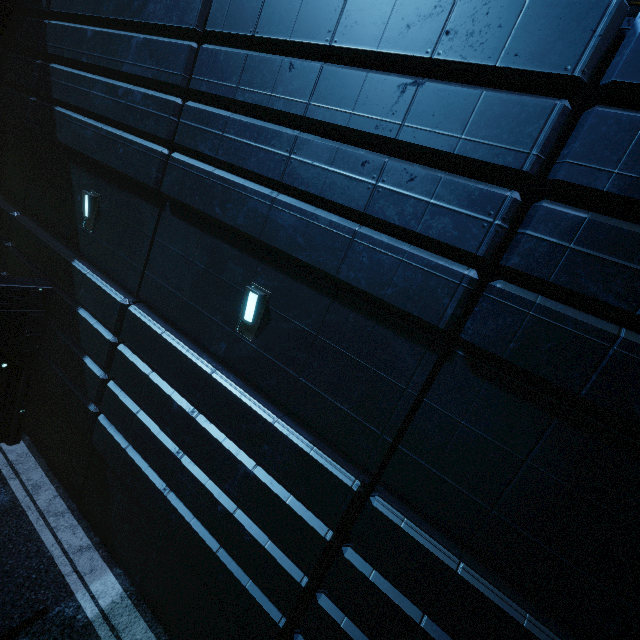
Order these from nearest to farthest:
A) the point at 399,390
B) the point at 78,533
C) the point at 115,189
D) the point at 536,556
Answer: the point at 536,556
the point at 399,390
the point at 115,189
the point at 78,533
